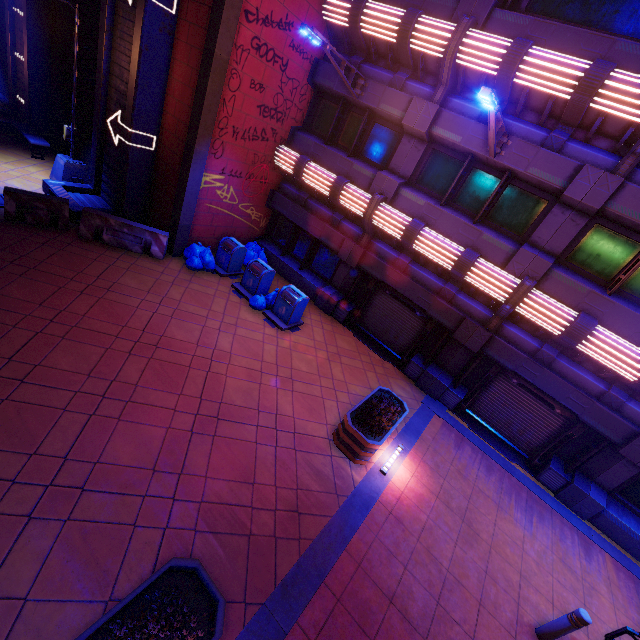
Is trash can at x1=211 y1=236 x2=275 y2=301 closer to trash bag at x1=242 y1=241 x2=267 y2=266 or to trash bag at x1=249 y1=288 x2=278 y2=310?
trash bag at x1=249 y1=288 x2=278 y2=310

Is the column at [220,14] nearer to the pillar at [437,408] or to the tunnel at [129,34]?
the tunnel at [129,34]

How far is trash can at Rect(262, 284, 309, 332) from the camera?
10.59m

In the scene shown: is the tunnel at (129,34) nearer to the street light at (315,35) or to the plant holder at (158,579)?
the street light at (315,35)

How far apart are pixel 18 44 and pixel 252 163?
13.0m

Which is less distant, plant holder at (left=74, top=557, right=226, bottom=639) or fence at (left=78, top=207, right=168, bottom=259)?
plant holder at (left=74, top=557, right=226, bottom=639)

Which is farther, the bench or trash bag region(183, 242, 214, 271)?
the bench

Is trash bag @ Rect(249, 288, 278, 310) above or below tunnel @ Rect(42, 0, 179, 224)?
below
